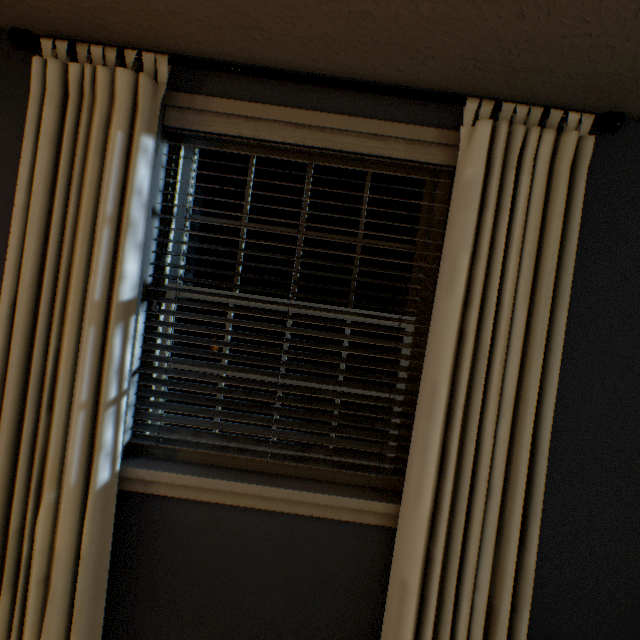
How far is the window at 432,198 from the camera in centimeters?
133cm

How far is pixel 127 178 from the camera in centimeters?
112cm

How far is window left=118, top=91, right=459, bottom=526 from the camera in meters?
1.3 m
